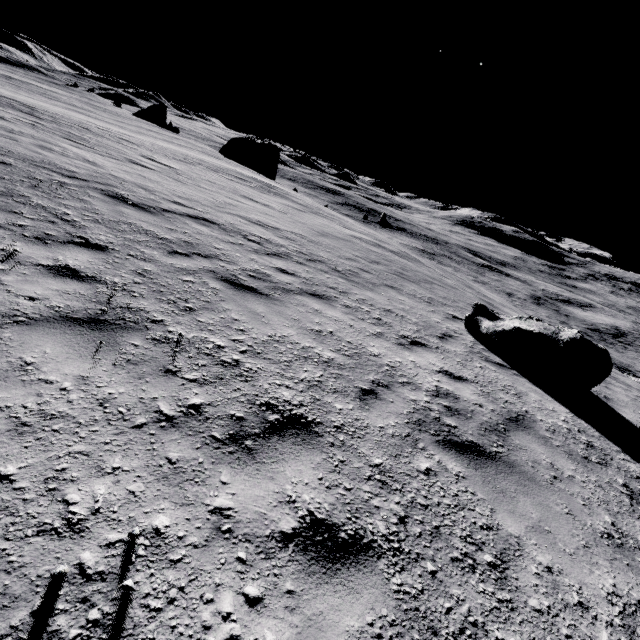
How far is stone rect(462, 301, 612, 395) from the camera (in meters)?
7.11

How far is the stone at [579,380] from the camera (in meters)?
7.11

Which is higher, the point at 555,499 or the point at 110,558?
the point at 110,558
